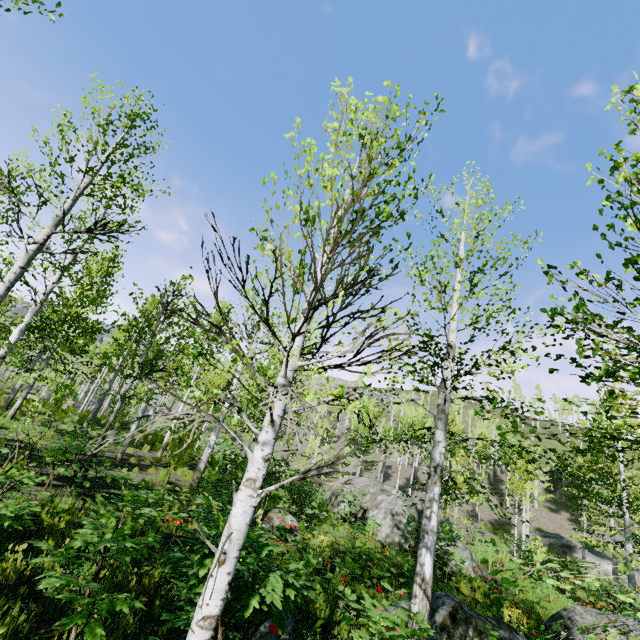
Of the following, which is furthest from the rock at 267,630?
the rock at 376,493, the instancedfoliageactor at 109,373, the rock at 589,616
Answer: the rock at 376,493

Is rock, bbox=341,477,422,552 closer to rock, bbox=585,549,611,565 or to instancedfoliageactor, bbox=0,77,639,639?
instancedfoliageactor, bbox=0,77,639,639

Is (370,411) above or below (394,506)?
above

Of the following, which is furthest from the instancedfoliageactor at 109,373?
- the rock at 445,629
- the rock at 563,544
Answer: the rock at 445,629

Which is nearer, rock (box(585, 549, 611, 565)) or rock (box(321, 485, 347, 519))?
rock (box(321, 485, 347, 519))

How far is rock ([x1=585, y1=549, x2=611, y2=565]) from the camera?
26.0m

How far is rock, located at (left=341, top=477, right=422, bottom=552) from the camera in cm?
1415

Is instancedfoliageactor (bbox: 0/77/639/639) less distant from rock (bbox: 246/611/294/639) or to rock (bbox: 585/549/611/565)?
rock (bbox: 585/549/611/565)
